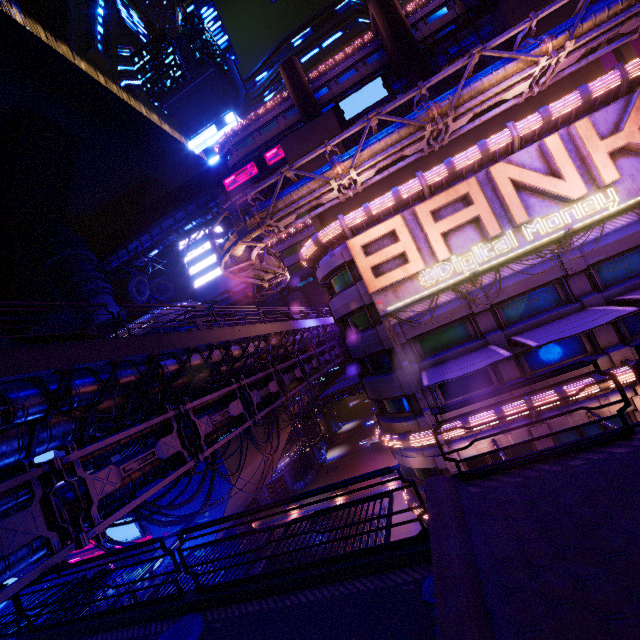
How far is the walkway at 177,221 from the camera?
51.8 meters

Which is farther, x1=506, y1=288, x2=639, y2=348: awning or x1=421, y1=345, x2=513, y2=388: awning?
x1=421, y1=345, x2=513, y2=388: awning

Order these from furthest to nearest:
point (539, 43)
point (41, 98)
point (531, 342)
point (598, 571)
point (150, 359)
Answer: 1. point (41, 98)
2. point (531, 342)
3. point (539, 43)
4. point (150, 359)
5. point (598, 571)

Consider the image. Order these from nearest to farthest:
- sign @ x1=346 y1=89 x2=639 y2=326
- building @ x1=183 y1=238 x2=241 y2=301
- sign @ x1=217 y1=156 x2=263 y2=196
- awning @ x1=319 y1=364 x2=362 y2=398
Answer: sign @ x1=346 y1=89 x2=639 y2=326
awning @ x1=319 y1=364 x2=362 y2=398
sign @ x1=217 y1=156 x2=263 y2=196
building @ x1=183 y1=238 x2=241 y2=301

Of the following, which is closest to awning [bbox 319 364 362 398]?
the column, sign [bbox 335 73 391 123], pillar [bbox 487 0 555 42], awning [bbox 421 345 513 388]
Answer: awning [bbox 421 345 513 388]

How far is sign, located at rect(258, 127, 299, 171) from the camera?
47.7m

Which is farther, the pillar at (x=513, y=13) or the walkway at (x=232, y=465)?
the walkway at (x=232, y=465)

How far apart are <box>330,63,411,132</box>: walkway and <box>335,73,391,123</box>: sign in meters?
0.1
